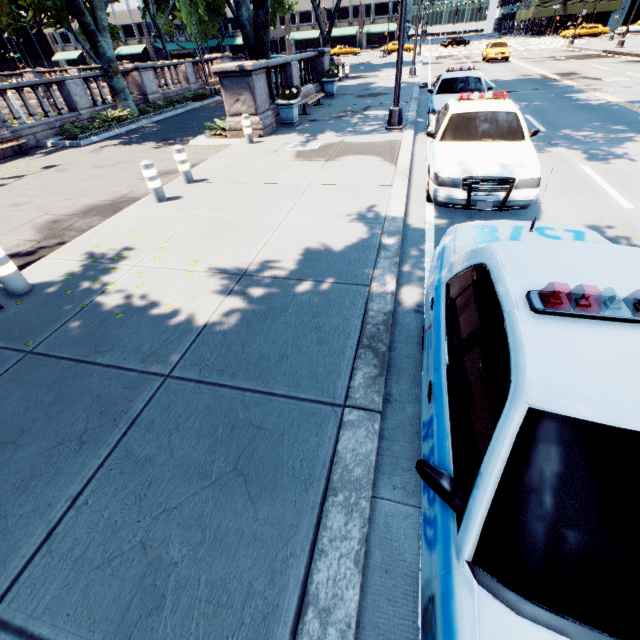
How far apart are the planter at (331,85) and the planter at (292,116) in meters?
6.6

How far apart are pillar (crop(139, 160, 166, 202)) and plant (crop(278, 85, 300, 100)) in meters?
7.6 m

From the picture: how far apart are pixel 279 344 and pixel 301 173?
6.0 meters

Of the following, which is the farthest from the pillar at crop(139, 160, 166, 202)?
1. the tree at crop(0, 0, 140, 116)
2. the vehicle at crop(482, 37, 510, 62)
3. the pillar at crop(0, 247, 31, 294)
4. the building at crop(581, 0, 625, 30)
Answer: the building at crop(581, 0, 625, 30)

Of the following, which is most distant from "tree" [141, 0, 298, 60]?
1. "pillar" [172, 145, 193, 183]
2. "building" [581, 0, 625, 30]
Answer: "building" [581, 0, 625, 30]

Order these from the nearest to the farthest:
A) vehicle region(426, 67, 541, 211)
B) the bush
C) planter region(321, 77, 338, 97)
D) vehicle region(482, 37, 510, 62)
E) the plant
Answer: vehicle region(426, 67, 541, 211), the plant, the bush, planter region(321, 77, 338, 97), vehicle region(482, 37, 510, 62)

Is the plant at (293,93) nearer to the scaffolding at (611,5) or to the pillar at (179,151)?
the pillar at (179,151)

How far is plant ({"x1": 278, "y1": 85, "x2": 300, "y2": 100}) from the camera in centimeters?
1200cm
